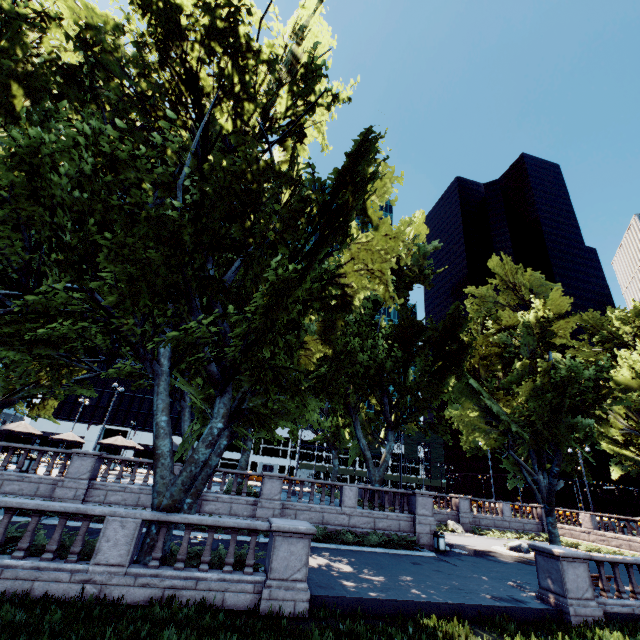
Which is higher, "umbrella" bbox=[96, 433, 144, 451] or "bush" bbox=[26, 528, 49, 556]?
"umbrella" bbox=[96, 433, 144, 451]

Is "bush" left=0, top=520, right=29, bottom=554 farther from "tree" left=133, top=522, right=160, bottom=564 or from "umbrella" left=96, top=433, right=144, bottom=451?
"umbrella" left=96, top=433, right=144, bottom=451

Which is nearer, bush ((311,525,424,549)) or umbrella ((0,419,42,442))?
bush ((311,525,424,549))

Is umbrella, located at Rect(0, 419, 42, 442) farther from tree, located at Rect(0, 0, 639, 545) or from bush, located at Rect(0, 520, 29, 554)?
bush, located at Rect(0, 520, 29, 554)

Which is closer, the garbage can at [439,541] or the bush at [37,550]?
the bush at [37,550]

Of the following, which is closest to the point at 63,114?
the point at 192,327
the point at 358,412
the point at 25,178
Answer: the point at 25,178

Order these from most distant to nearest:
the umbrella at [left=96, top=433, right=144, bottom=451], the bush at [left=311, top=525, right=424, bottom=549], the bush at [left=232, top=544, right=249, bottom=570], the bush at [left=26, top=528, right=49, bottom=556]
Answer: the umbrella at [left=96, top=433, right=144, bottom=451]
the bush at [left=311, top=525, right=424, bottom=549]
the bush at [left=232, top=544, right=249, bottom=570]
the bush at [left=26, top=528, right=49, bottom=556]

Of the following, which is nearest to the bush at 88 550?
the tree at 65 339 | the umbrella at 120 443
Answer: the tree at 65 339
